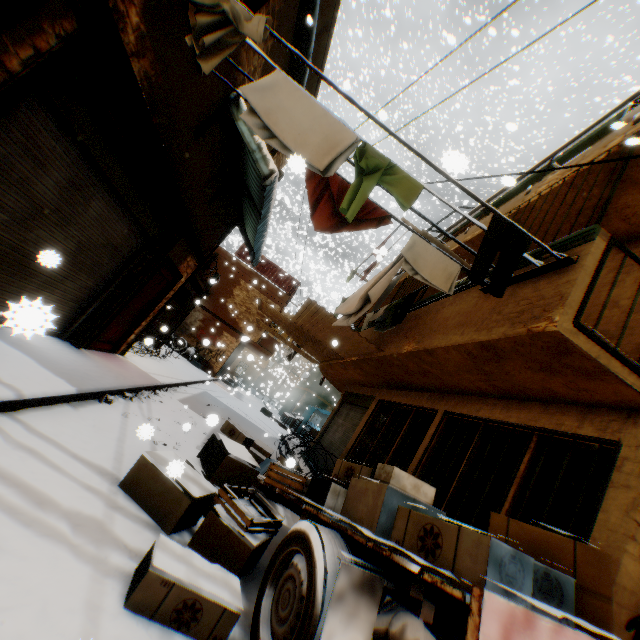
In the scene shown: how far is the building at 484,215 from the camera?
6.7 meters

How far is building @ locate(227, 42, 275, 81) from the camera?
4.8m

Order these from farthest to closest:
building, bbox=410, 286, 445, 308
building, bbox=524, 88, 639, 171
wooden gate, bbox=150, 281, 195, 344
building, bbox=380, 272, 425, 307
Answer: wooden gate, bbox=150, 281, 195, 344 → building, bbox=380, 272, 425, 307 → building, bbox=410, 286, 445, 308 → building, bbox=524, 88, 639, 171

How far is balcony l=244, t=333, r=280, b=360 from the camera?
21.2m

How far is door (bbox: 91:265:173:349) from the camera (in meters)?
7.06

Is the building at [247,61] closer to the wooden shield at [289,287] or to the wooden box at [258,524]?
the wooden shield at [289,287]

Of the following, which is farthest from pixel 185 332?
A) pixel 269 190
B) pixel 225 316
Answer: pixel 269 190

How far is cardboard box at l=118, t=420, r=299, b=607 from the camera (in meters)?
2.30
